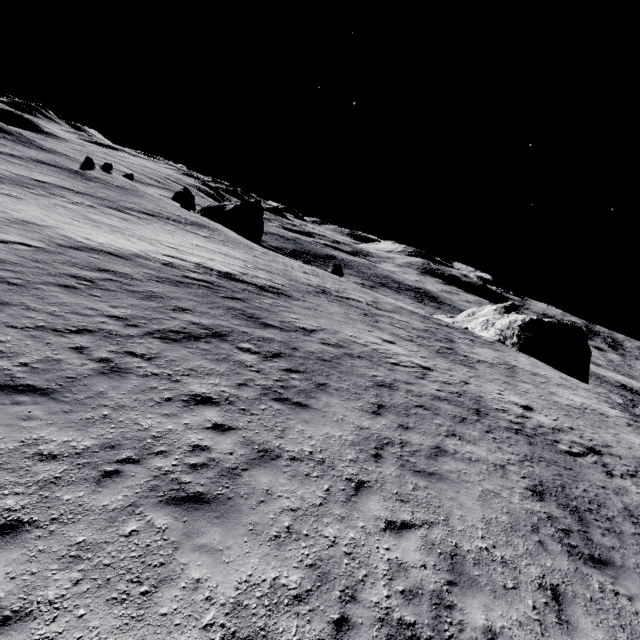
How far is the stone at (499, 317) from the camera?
35.8m

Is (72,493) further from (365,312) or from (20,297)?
(365,312)

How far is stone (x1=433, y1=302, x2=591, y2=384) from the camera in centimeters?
3578cm

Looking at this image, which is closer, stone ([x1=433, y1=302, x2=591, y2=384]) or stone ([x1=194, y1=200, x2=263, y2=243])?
stone ([x1=433, y1=302, x2=591, y2=384])

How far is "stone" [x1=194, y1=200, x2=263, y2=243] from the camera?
51.1m

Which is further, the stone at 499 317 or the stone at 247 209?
Result: the stone at 247 209
